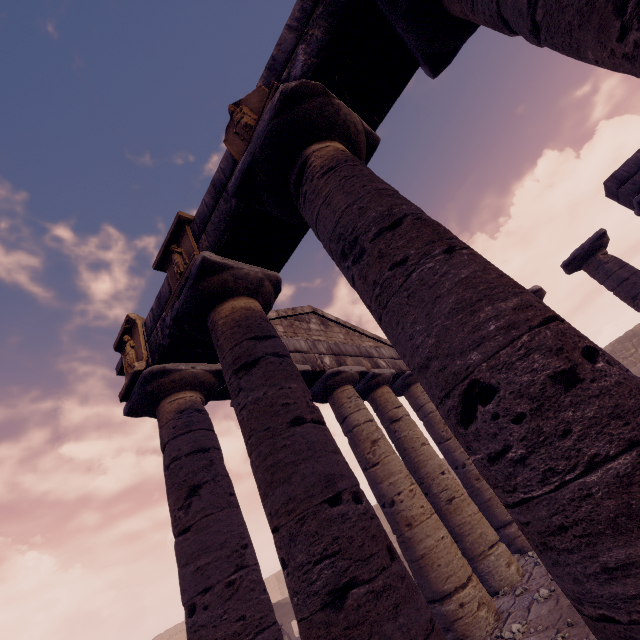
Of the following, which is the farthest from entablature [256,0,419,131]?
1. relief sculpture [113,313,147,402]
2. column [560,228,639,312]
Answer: column [560,228,639,312]

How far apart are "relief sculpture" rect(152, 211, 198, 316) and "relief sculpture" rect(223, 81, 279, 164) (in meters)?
1.18

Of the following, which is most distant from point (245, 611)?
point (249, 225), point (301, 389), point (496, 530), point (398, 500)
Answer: point (496, 530)

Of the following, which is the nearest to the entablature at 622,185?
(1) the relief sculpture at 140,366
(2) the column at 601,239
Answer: (1) the relief sculpture at 140,366

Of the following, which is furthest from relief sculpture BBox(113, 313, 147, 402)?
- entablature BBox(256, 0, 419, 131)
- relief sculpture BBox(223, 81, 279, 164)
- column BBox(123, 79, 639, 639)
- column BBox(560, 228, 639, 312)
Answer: column BBox(560, 228, 639, 312)

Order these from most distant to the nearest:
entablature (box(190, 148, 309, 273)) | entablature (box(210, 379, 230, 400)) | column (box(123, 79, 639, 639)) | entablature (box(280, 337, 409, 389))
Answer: entablature (box(280, 337, 409, 389))
entablature (box(210, 379, 230, 400))
entablature (box(190, 148, 309, 273))
column (box(123, 79, 639, 639))

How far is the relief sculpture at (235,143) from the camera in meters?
3.3

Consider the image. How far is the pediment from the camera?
9.3m
